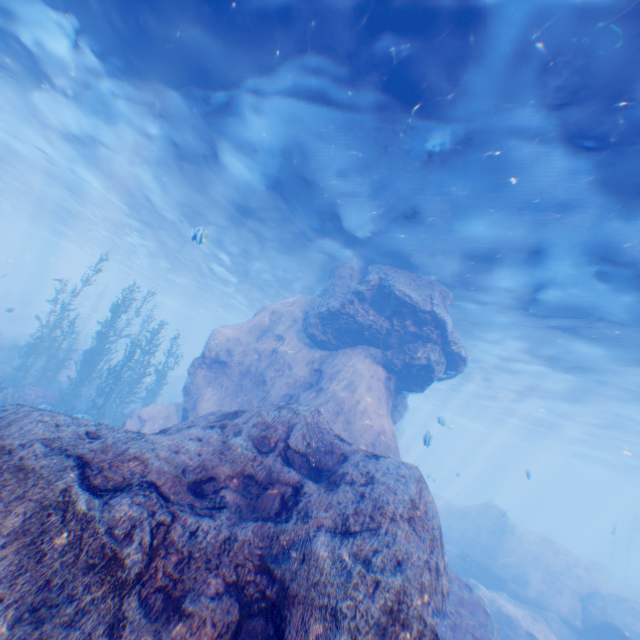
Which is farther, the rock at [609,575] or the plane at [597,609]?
the rock at [609,575]

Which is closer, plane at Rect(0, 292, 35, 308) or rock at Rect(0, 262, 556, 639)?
rock at Rect(0, 262, 556, 639)

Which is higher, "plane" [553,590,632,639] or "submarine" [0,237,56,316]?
"submarine" [0,237,56,316]

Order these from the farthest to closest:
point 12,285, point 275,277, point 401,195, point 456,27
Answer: point 12,285 < point 275,277 < point 401,195 < point 456,27

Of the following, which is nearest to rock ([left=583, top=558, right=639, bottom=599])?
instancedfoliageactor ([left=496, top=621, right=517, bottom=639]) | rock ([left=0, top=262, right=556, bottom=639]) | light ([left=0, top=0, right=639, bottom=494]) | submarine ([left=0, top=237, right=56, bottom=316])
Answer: light ([left=0, top=0, right=639, bottom=494])

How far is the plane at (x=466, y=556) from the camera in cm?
1650

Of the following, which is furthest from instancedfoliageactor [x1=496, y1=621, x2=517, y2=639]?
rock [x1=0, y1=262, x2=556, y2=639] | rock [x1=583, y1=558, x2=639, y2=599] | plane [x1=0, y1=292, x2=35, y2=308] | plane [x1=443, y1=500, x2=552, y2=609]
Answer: plane [x1=0, y1=292, x2=35, y2=308]

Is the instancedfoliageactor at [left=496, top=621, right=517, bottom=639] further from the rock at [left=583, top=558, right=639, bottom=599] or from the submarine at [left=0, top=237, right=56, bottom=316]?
the submarine at [left=0, top=237, right=56, bottom=316]
